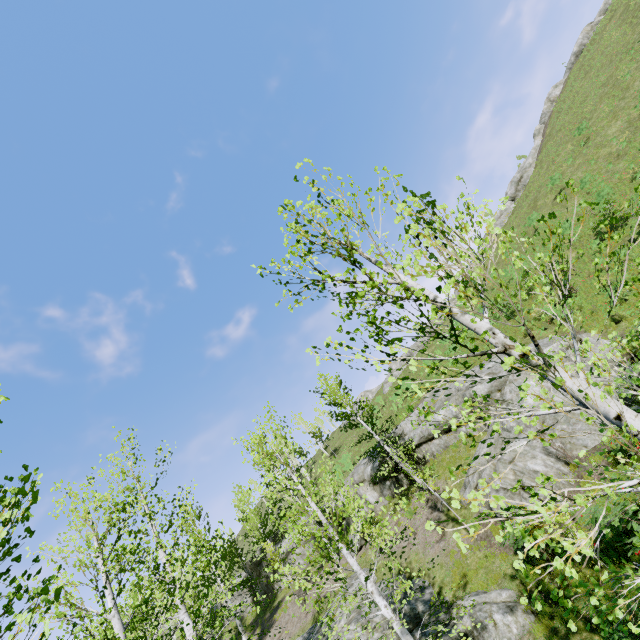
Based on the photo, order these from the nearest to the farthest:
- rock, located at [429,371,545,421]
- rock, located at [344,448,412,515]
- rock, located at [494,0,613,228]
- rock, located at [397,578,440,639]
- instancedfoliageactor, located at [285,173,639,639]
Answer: instancedfoliageactor, located at [285,173,639,639], rock, located at [397,578,440,639], rock, located at [429,371,545,421], rock, located at [344,448,412,515], rock, located at [494,0,613,228]

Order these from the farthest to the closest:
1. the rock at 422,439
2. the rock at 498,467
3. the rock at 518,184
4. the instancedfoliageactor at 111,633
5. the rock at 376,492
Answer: the rock at 518,184 → the rock at 376,492 → the rock at 422,439 → the rock at 498,467 → the instancedfoliageactor at 111,633

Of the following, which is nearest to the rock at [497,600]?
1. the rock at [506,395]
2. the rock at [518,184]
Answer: the rock at [506,395]

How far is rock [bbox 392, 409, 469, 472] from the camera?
18.67m

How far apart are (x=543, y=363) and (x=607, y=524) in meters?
1.6 m

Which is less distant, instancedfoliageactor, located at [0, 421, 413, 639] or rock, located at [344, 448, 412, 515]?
instancedfoliageactor, located at [0, 421, 413, 639]
